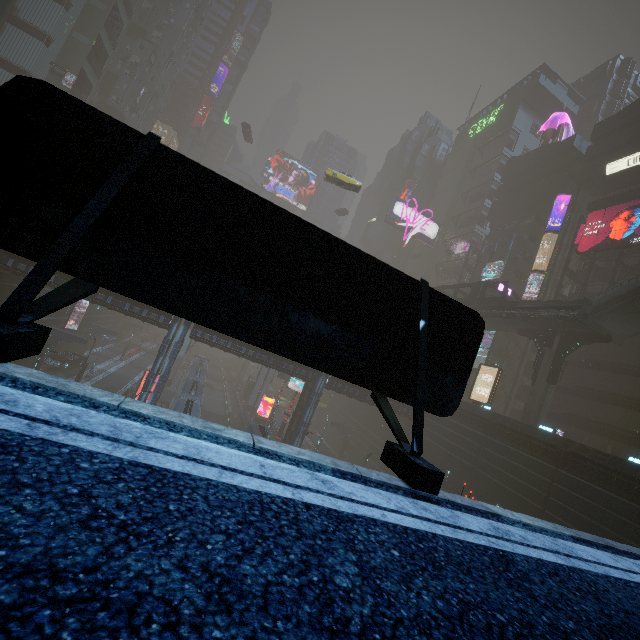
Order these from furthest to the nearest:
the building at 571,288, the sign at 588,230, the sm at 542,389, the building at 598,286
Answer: the building at 571,288 < the building at 598,286 < the sign at 588,230 < the sm at 542,389

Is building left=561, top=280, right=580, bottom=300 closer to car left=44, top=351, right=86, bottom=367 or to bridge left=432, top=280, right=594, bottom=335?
car left=44, top=351, right=86, bottom=367

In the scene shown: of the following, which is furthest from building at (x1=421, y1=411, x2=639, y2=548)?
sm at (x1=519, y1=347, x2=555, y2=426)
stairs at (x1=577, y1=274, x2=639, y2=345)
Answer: stairs at (x1=577, y1=274, x2=639, y2=345)

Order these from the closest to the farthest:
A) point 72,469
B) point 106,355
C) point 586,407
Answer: point 72,469 → point 586,407 → point 106,355

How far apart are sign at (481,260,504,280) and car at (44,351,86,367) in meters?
54.6 m

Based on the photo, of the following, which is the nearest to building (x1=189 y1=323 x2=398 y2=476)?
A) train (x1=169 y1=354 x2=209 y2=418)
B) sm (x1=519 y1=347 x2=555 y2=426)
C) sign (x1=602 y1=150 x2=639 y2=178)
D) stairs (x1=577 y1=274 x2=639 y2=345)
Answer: sign (x1=602 y1=150 x2=639 y2=178)

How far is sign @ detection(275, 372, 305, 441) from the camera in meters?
38.2

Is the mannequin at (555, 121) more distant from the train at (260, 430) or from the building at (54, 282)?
the train at (260, 430)
